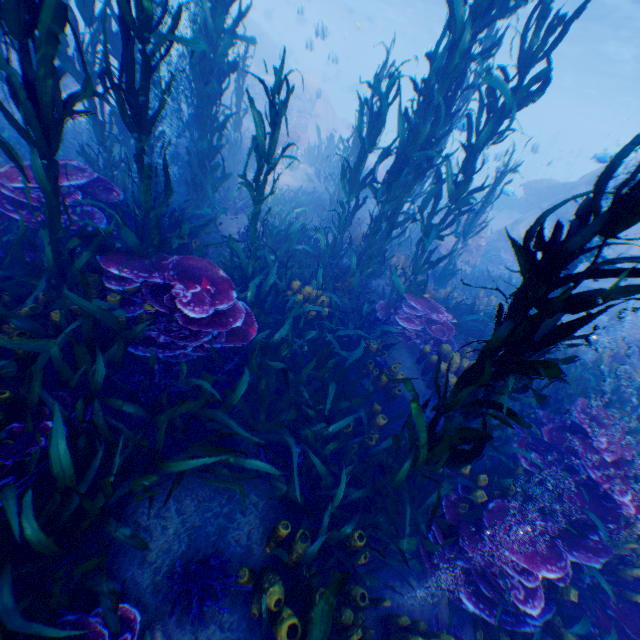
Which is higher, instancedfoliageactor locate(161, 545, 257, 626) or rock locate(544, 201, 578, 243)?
rock locate(544, 201, 578, 243)

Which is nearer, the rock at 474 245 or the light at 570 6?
the rock at 474 245

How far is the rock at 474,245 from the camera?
12.5m

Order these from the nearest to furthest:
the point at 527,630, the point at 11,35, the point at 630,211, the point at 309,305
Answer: the point at 630,211, the point at 11,35, the point at 527,630, the point at 309,305

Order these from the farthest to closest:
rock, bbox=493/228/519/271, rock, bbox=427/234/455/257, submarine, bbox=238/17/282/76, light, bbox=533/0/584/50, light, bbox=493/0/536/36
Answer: submarine, bbox=238/17/282/76 → light, bbox=493/0/536/36 → light, bbox=533/0/584/50 → rock, bbox=493/228/519/271 → rock, bbox=427/234/455/257

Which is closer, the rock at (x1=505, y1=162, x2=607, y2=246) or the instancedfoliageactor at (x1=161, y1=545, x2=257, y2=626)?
the instancedfoliageactor at (x1=161, y1=545, x2=257, y2=626)

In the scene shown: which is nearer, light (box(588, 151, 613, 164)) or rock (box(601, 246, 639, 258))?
light (box(588, 151, 613, 164))

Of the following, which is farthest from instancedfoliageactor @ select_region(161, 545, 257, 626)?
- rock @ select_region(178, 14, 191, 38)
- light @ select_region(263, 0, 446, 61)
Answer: light @ select_region(263, 0, 446, 61)
